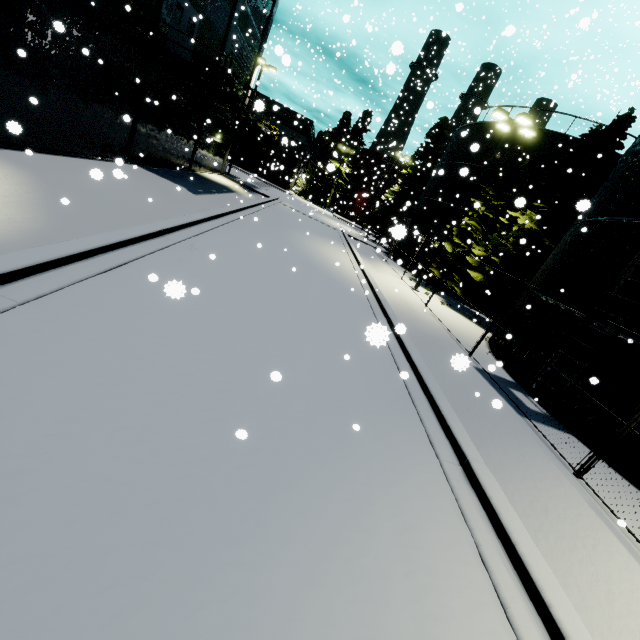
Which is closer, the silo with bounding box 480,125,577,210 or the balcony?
the balcony

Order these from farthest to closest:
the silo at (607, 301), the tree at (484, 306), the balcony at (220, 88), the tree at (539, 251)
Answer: the tree at (484, 306)
the tree at (539, 251)
the balcony at (220, 88)
the silo at (607, 301)

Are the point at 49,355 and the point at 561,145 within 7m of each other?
no

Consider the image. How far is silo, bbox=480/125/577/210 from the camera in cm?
2042

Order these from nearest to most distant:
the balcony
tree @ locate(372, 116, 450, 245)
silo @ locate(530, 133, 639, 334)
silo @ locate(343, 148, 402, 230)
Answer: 1. silo @ locate(530, 133, 639, 334)
2. the balcony
3. tree @ locate(372, 116, 450, 245)
4. silo @ locate(343, 148, 402, 230)

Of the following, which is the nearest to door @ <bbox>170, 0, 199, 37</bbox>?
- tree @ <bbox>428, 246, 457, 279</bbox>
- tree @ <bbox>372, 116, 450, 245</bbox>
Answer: tree @ <bbox>428, 246, 457, 279</bbox>

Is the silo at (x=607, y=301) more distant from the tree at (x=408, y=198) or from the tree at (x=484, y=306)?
the tree at (x=408, y=198)

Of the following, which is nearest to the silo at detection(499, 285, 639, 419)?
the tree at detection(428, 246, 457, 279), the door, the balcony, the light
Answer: the tree at detection(428, 246, 457, 279)
